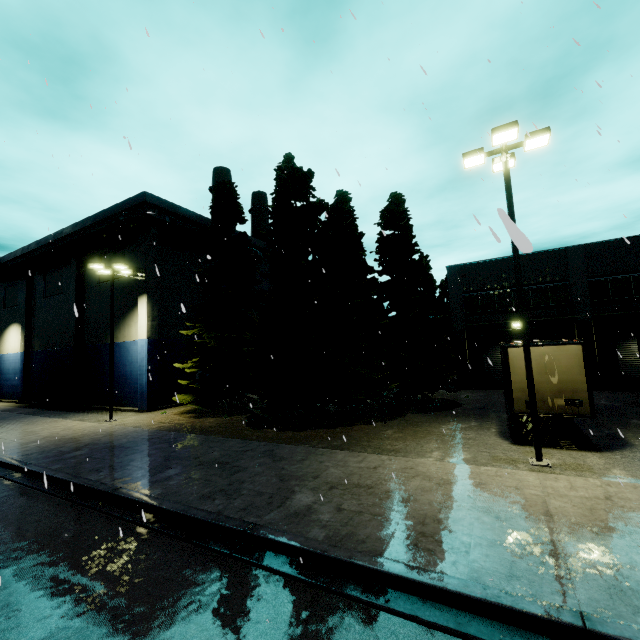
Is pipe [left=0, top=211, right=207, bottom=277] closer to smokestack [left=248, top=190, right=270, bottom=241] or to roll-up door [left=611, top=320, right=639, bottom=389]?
smokestack [left=248, top=190, right=270, bottom=241]

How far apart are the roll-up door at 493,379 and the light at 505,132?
16.2 meters

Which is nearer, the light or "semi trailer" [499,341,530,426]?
the light

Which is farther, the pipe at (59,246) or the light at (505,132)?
the pipe at (59,246)

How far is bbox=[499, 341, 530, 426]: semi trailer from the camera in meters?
11.1 m

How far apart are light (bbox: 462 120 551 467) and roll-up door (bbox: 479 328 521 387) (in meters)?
16.23

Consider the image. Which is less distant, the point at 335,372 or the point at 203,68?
the point at 203,68
